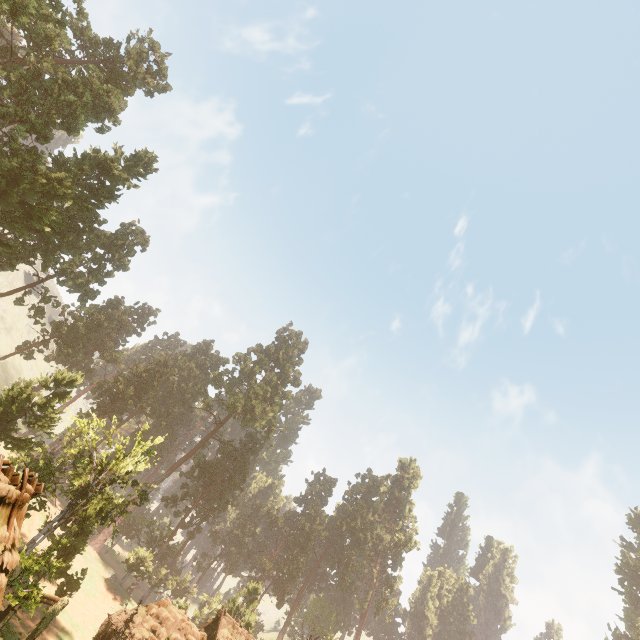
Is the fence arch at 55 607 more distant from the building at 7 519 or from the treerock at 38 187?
the treerock at 38 187

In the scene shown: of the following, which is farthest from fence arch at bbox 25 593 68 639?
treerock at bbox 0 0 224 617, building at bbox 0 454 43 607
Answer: treerock at bbox 0 0 224 617

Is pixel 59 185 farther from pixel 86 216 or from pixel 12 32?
pixel 12 32

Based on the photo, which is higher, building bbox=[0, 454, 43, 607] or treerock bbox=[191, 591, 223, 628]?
building bbox=[0, 454, 43, 607]

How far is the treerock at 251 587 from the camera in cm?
3747

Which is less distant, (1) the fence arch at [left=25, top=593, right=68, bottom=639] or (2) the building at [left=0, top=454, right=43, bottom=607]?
(2) the building at [left=0, top=454, right=43, bottom=607]

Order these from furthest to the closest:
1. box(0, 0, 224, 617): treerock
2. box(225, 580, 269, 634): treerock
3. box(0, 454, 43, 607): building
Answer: box(225, 580, 269, 634): treerock < box(0, 0, 224, 617): treerock < box(0, 454, 43, 607): building

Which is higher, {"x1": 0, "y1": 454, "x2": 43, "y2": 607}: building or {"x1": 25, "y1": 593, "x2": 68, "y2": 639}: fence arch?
{"x1": 0, "y1": 454, "x2": 43, "y2": 607}: building
